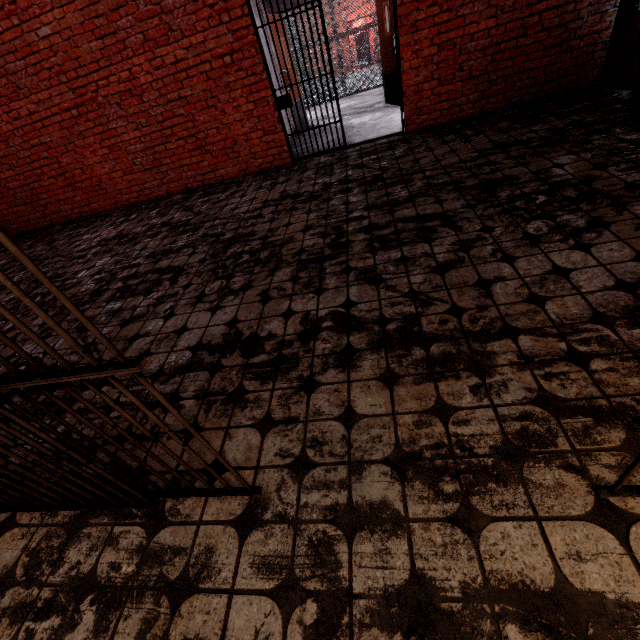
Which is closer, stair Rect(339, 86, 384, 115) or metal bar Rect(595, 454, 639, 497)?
metal bar Rect(595, 454, 639, 497)

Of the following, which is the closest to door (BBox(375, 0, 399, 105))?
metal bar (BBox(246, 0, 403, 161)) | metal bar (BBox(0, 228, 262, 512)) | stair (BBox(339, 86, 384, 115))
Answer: stair (BBox(339, 86, 384, 115))

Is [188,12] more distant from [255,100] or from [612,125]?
[612,125]

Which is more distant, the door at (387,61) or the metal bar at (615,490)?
the door at (387,61)

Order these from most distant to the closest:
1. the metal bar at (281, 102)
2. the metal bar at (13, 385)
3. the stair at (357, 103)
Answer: the stair at (357, 103) → the metal bar at (281, 102) → the metal bar at (13, 385)

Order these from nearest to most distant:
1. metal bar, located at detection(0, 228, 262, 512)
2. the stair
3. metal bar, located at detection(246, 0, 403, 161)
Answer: metal bar, located at detection(0, 228, 262, 512) → metal bar, located at detection(246, 0, 403, 161) → the stair

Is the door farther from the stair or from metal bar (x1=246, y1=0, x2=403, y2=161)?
metal bar (x1=246, y1=0, x2=403, y2=161)

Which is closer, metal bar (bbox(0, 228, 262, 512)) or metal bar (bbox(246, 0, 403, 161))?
metal bar (bbox(0, 228, 262, 512))
